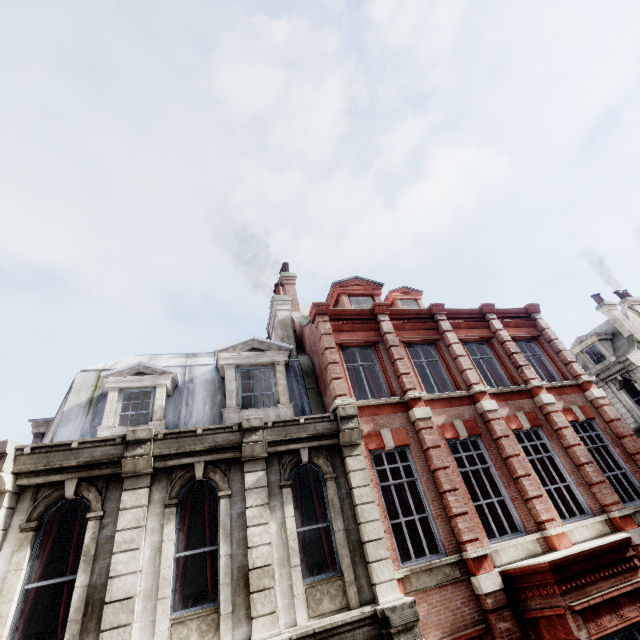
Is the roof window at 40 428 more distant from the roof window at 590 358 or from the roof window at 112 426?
Answer: the roof window at 590 358

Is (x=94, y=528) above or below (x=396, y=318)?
below

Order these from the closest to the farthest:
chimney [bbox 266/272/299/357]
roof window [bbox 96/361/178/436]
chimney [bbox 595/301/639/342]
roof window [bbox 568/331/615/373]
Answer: roof window [bbox 96/361/178/436] < chimney [bbox 266/272/299/357] < chimney [bbox 595/301/639/342] < roof window [bbox 568/331/615/373]

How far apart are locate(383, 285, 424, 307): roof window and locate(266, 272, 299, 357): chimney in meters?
5.0

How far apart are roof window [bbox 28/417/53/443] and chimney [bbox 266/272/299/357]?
6.87m

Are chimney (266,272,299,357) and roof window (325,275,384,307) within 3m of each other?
yes

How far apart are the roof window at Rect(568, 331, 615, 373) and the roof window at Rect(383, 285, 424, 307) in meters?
18.7 m

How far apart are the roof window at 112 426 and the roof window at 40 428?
1.6 meters
